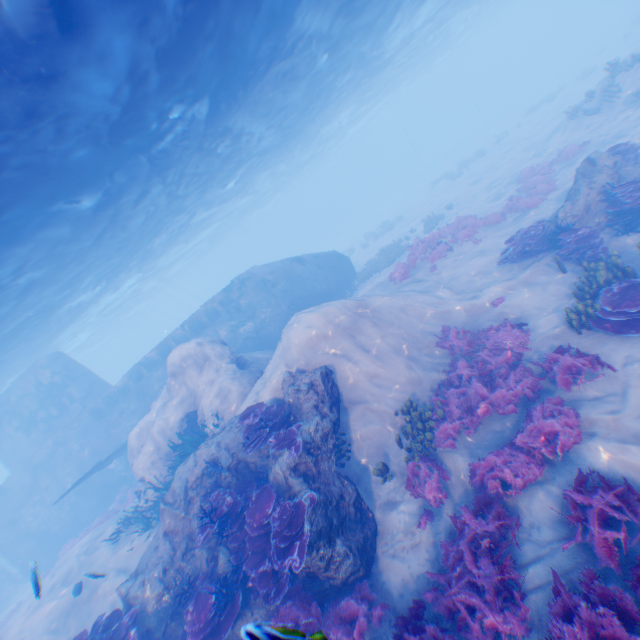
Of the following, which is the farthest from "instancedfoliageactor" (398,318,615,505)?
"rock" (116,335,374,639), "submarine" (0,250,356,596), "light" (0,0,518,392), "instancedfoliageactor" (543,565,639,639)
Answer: "light" (0,0,518,392)

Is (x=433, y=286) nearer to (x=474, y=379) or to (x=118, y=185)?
(x=474, y=379)

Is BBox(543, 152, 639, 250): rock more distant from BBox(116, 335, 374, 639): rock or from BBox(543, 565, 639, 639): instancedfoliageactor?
BBox(543, 565, 639, 639): instancedfoliageactor

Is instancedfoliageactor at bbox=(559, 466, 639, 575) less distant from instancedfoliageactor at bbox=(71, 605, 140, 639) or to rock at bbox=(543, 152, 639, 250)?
instancedfoliageactor at bbox=(71, 605, 140, 639)

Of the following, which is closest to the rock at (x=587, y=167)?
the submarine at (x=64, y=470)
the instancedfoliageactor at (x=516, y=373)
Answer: the instancedfoliageactor at (x=516, y=373)

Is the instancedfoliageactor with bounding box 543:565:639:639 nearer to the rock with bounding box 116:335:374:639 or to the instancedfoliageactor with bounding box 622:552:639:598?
the rock with bounding box 116:335:374:639

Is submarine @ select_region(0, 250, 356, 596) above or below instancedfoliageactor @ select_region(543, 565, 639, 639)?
above

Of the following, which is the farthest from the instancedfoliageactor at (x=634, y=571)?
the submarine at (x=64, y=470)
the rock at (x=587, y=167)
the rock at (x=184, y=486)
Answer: the rock at (x=587, y=167)
